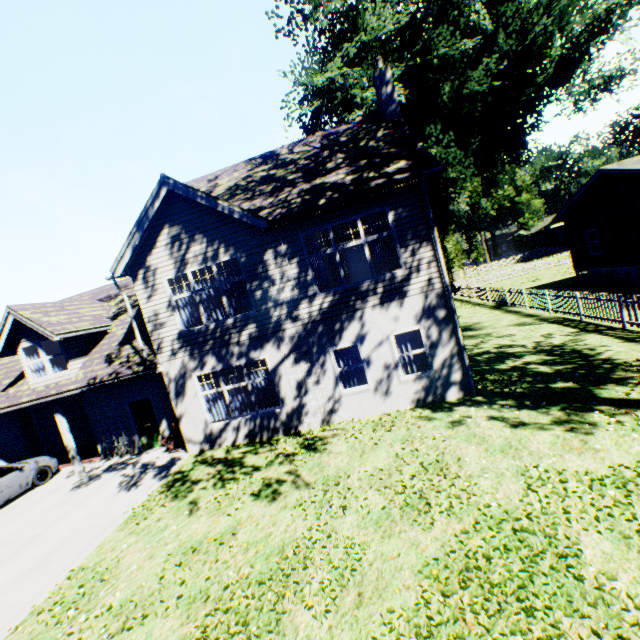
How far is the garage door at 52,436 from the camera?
15.5m

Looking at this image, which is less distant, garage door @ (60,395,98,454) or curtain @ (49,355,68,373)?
curtain @ (49,355,68,373)

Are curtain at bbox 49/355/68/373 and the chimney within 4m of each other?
no

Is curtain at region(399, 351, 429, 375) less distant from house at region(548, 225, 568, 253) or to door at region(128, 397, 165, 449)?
door at region(128, 397, 165, 449)

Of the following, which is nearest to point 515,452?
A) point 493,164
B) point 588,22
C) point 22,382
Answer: point 22,382

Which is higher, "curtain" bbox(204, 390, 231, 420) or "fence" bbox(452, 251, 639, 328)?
"curtain" bbox(204, 390, 231, 420)

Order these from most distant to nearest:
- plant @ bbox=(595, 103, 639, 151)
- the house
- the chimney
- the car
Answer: the house
plant @ bbox=(595, 103, 639, 151)
the chimney
the car

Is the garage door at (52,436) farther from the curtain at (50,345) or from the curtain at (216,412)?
the curtain at (216,412)
